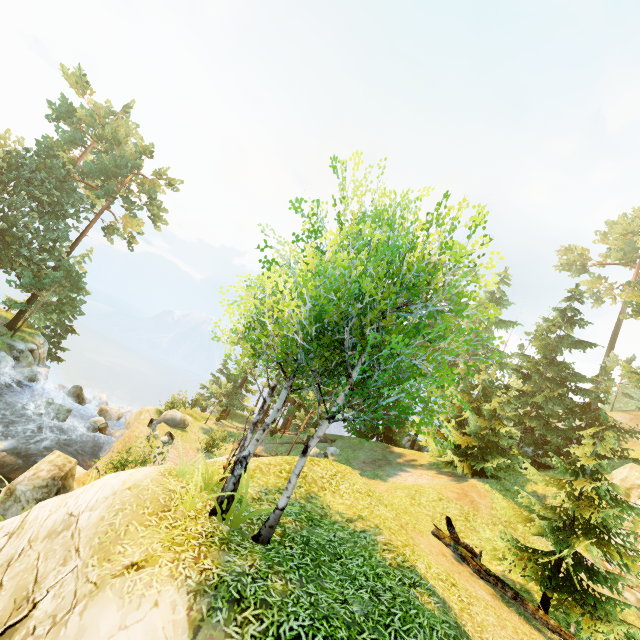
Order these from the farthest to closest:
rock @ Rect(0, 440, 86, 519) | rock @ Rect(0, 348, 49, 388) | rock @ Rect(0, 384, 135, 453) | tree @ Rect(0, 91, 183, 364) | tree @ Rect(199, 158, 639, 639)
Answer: tree @ Rect(0, 91, 183, 364), rock @ Rect(0, 348, 49, 388), rock @ Rect(0, 384, 135, 453), rock @ Rect(0, 440, 86, 519), tree @ Rect(199, 158, 639, 639)

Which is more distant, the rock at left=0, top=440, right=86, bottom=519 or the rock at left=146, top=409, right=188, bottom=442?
the rock at left=146, top=409, right=188, bottom=442

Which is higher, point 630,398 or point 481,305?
point 630,398

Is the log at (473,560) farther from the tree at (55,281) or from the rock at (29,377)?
the rock at (29,377)

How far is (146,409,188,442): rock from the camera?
21.1m

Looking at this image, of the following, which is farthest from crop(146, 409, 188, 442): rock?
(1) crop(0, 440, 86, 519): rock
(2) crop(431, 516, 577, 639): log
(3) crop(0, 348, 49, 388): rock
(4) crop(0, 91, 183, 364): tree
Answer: (2) crop(431, 516, 577, 639): log

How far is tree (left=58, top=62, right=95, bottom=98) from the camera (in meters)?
30.42

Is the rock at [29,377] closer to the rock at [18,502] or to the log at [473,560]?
the rock at [18,502]
